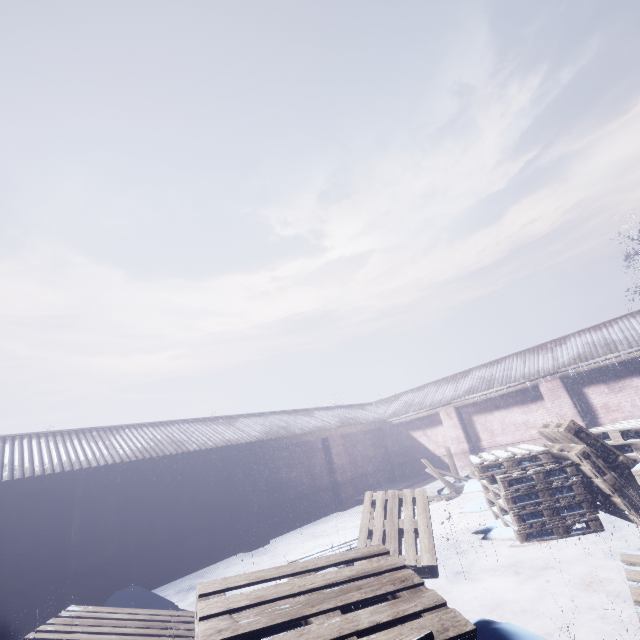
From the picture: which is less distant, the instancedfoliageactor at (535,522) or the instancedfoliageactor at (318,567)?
the instancedfoliageactor at (318,567)

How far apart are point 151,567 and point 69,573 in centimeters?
136cm

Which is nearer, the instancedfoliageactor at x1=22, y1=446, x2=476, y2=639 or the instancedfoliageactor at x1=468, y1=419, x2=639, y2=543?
the instancedfoliageactor at x1=22, y1=446, x2=476, y2=639
